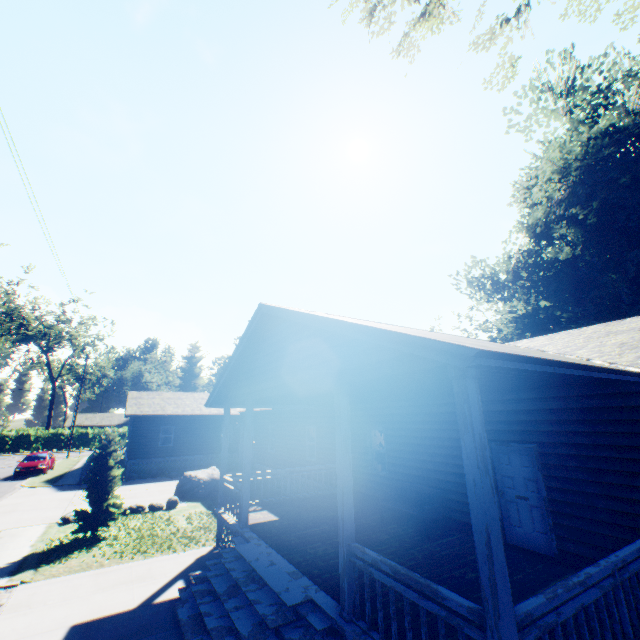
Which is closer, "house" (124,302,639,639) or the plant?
"house" (124,302,639,639)

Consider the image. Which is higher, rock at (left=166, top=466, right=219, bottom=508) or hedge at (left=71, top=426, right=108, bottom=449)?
hedge at (left=71, top=426, right=108, bottom=449)

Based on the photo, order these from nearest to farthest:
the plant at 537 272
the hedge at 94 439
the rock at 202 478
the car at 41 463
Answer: the rock at 202 478 < the plant at 537 272 < the car at 41 463 < the hedge at 94 439

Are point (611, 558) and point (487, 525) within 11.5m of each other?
yes

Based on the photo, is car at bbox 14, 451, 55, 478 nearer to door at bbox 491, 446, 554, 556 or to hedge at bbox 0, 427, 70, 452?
hedge at bbox 0, 427, 70, 452

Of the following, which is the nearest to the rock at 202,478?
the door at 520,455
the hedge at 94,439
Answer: the door at 520,455

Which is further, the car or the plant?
the car

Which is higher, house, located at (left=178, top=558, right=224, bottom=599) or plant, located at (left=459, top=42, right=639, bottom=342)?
plant, located at (left=459, top=42, right=639, bottom=342)
